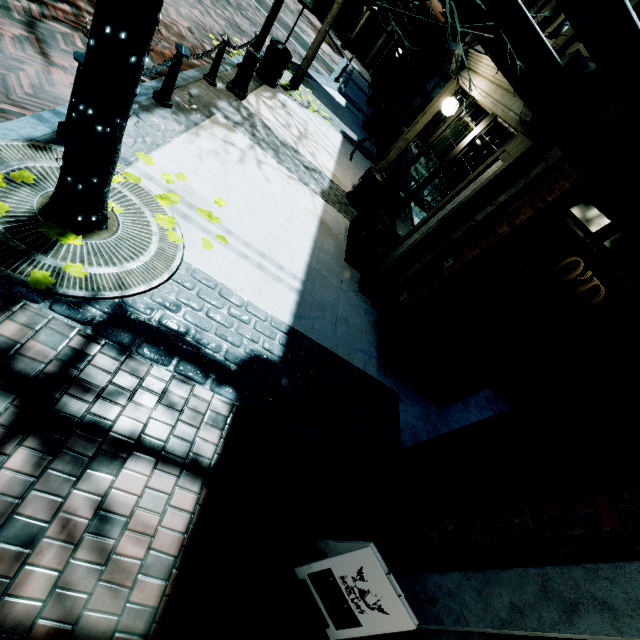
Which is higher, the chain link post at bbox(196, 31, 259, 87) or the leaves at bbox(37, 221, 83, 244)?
the chain link post at bbox(196, 31, 259, 87)

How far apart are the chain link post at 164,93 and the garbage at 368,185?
3.5m

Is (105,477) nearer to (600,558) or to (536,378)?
(600,558)

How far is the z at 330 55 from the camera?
17.44m

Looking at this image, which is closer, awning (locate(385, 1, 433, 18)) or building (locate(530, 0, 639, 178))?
building (locate(530, 0, 639, 178))

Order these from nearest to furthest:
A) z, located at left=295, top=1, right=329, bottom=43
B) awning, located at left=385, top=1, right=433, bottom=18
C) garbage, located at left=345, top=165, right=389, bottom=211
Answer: garbage, located at left=345, top=165, right=389, bottom=211 < awning, located at left=385, top=1, right=433, bottom=18 < z, located at left=295, top=1, right=329, bottom=43

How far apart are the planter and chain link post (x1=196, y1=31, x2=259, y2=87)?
3.71m

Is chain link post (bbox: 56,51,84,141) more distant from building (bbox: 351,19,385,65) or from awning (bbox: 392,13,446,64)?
awning (bbox: 392,13,446,64)
